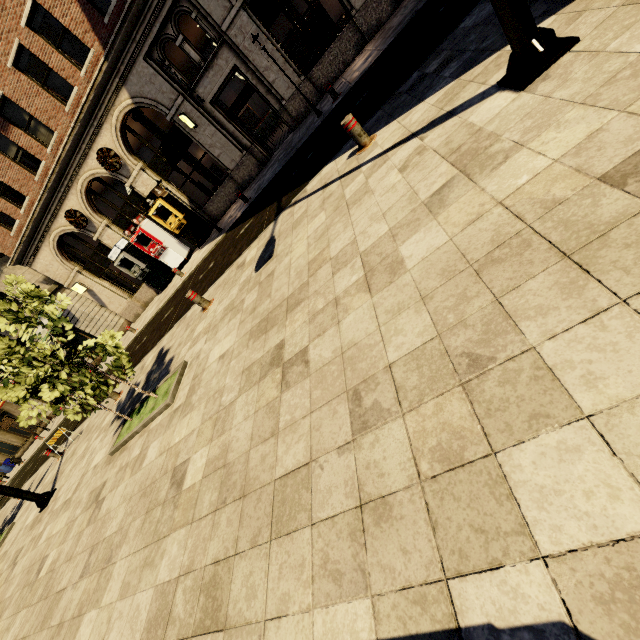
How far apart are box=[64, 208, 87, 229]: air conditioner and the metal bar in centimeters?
1682cm

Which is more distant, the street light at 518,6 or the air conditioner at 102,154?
the air conditioner at 102,154

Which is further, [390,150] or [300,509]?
[390,150]

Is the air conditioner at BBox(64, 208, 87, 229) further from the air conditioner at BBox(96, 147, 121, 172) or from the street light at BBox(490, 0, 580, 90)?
the street light at BBox(490, 0, 580, 90)

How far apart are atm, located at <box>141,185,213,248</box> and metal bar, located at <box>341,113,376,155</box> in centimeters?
1240cm

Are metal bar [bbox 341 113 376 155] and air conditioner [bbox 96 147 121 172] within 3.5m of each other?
no

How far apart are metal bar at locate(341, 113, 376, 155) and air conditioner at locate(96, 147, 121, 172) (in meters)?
14.03

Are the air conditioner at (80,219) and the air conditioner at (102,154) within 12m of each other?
yes
